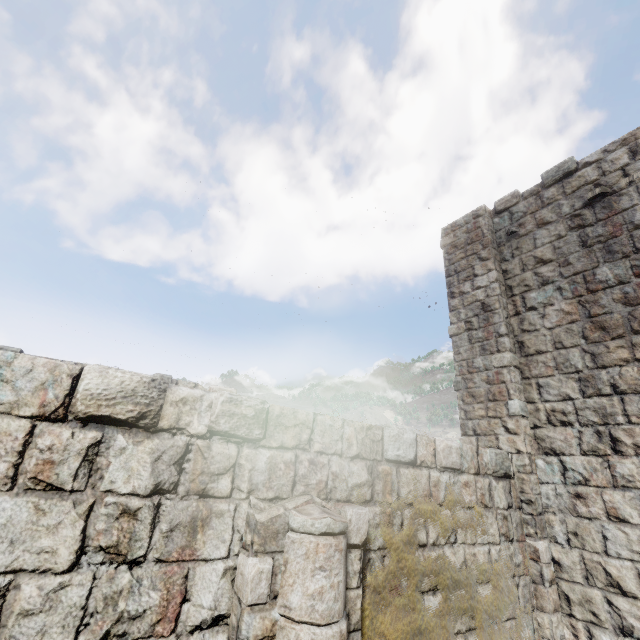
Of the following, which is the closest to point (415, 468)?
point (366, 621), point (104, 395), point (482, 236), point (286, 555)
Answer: point (366, 621)
